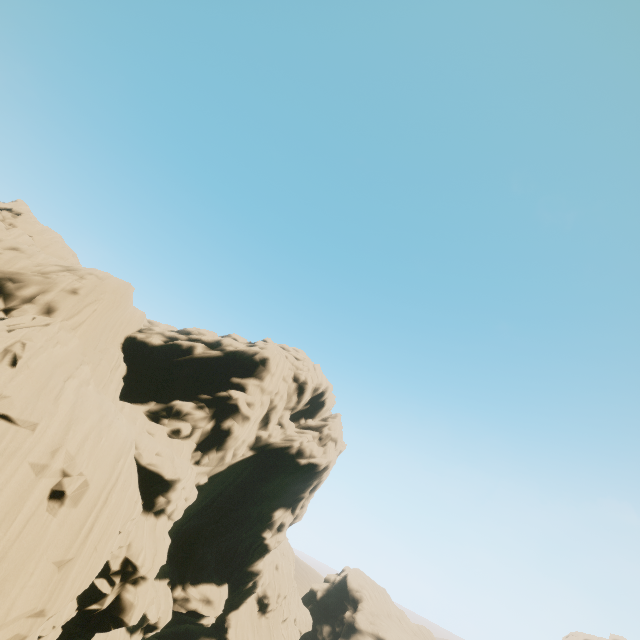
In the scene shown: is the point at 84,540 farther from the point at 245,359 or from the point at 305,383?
the point at 305,383
